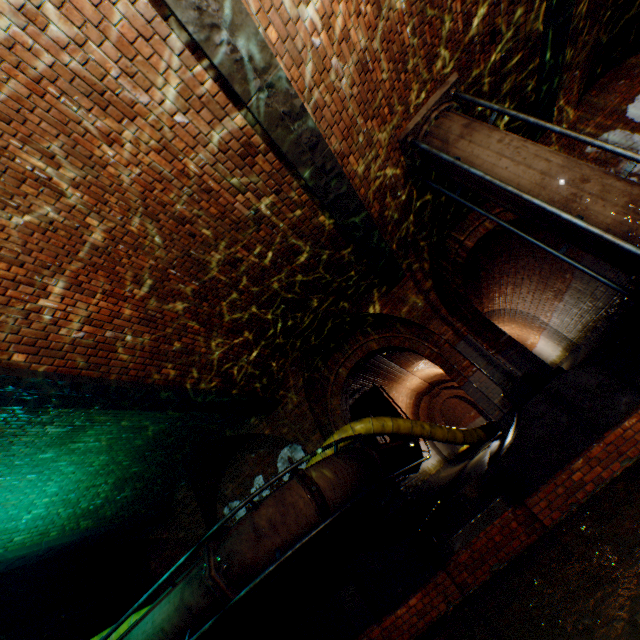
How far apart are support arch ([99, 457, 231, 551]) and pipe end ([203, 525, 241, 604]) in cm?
355

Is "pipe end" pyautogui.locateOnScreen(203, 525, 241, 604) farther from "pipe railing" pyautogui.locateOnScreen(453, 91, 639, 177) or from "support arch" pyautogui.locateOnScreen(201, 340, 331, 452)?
"pipe railing" pyautogui.locateOnScreen(453, 91, 639, 177)

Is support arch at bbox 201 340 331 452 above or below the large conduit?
above

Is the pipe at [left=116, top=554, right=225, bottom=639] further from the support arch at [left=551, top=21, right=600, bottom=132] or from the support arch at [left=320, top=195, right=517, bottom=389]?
the support arch at [left=551, top=21, right=600, bottom=132]

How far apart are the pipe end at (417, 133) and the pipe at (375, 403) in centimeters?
824cm

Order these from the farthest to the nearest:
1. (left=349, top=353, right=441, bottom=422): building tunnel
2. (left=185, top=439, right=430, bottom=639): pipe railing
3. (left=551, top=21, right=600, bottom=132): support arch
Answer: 1. (left=349, top=353, right=441, bottom=422): building tunnel
2. (left=551, top=21, right=600, bottom=132): support arch
3. (left=185, top=439, right=430, bottom=639): pipe railing

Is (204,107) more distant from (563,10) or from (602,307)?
(602,307)

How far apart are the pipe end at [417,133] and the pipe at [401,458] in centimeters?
601cm
